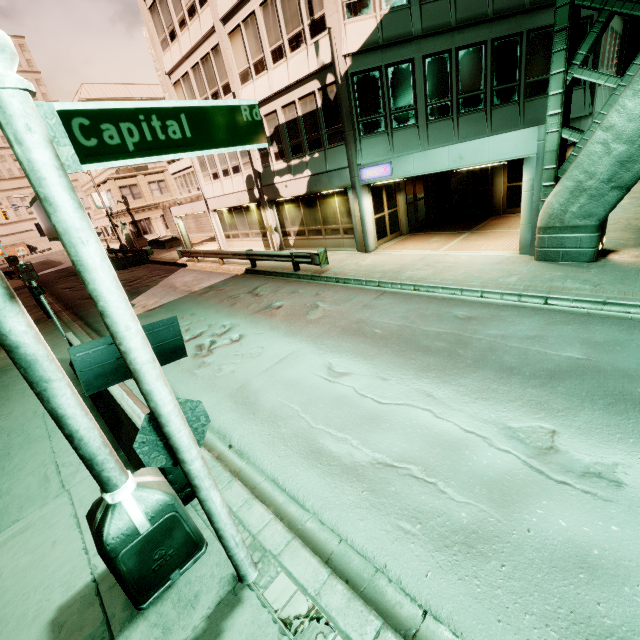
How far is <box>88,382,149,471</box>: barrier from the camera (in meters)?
5.05

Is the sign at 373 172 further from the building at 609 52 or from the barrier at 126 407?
the barrier at 126 407

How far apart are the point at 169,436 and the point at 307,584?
2.22m

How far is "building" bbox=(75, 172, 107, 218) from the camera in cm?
5403

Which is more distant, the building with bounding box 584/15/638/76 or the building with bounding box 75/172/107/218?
the building with bounding box 75/172/107/218

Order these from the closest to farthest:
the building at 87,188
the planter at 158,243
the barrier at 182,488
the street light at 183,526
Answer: the street light at 183,526
the barrier at 182,488
the planter at 158,243
the building at 87,188

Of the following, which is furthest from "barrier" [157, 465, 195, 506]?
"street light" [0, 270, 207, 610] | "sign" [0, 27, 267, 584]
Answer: "sign" [0, 27, 267, 584]

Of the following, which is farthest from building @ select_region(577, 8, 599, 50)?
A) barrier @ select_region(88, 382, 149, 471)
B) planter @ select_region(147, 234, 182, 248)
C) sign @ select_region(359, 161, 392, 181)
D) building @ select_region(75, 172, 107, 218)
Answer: barrier @ select_region(88, 382, 149, 471)
